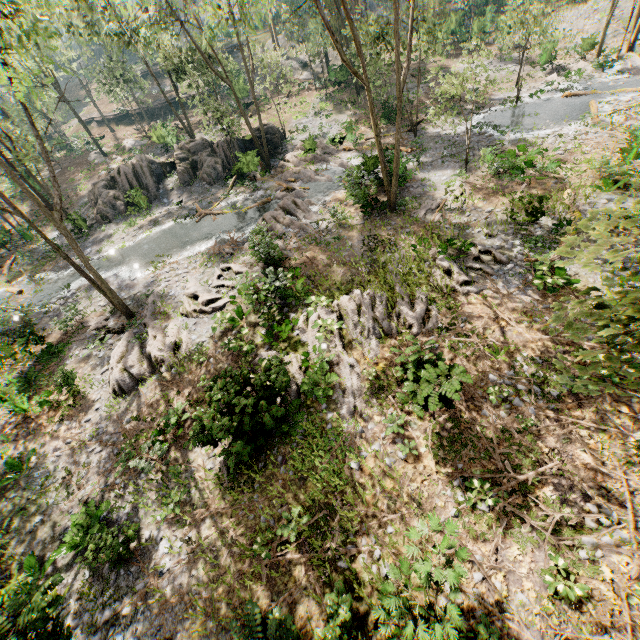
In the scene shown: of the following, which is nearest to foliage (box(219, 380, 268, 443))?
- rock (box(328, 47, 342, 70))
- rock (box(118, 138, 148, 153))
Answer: rock (box(328, 47, 342, 70))

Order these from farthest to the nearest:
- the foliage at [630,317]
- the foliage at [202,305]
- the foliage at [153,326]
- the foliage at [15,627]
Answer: the foliage at [202,305]
the foliage at [153,326]
the foliage at [15,627]
the foliage at [630,317]

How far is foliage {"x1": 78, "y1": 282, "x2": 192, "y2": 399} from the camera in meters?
14.7

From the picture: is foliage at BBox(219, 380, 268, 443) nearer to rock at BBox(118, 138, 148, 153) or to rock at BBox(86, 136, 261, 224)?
rock at BBox(86, 136, 261, 224)

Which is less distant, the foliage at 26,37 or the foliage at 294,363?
the foliage at 294,363

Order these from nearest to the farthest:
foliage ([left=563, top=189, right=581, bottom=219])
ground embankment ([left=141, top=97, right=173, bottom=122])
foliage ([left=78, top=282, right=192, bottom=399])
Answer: foliage ([left=78, top=282, right=192, bottom=399]) → foliage ([left=563, top=189, right=581, bottom=219]) → ground embankment ([left=141, top=97, right=173, bottom=122])

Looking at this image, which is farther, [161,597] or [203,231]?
[203,231]
